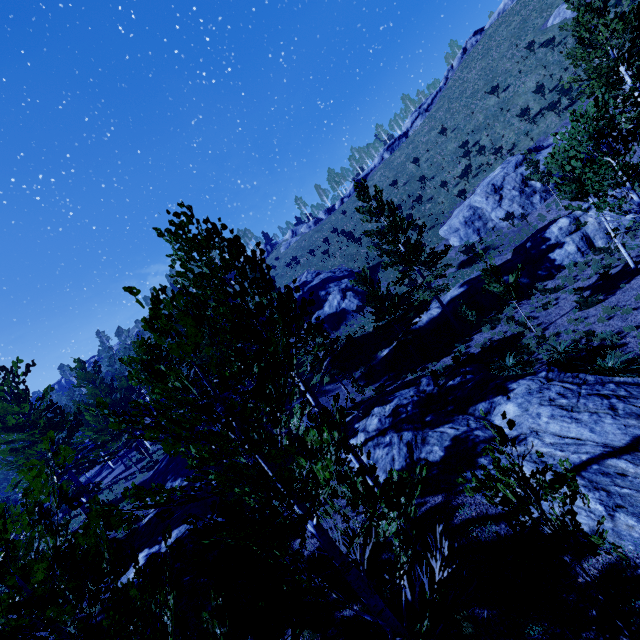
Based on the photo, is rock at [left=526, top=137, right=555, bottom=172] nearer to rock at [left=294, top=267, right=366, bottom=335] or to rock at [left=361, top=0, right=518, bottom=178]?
rock at [left=294, top=267, right=366, bottom=335]

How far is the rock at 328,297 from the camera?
35.5 meters

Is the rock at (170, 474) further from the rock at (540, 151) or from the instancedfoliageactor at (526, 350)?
the rock at (540, 151)

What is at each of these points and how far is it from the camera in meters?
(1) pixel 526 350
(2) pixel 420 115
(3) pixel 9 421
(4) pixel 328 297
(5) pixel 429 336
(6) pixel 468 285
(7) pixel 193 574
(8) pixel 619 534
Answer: (1) instancedfoliageactor, 15.3
(2) rock, 53.9
(3) instancedfoliageactor, 16.7
(4) rock, 38.4
(5) rock, 23.9
(6) rock, 23.0
(7) rock, 11.6
(8) rock, 6.4

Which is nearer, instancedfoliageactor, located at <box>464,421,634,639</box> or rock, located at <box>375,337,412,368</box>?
instancedfoliageactor, located at <box>464,421,634,639</box>

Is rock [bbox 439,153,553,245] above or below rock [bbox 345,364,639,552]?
above

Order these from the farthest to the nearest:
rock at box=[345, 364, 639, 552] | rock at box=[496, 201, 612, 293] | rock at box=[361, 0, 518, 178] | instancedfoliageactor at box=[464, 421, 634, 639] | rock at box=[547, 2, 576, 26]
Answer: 1. rock at box=[361, 0, 518, 178]
2. rock at box=[547, 2, 576, 26]
3. rock at box=[496, 201, 612, 293]
4. rock at box=[345, 364, 639, 552]
5. instancedfoliageactor at box=[464, 421, 634, 639]

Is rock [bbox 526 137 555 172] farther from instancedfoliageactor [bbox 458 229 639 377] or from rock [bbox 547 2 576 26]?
rock [bbox 547 2 576 26]
